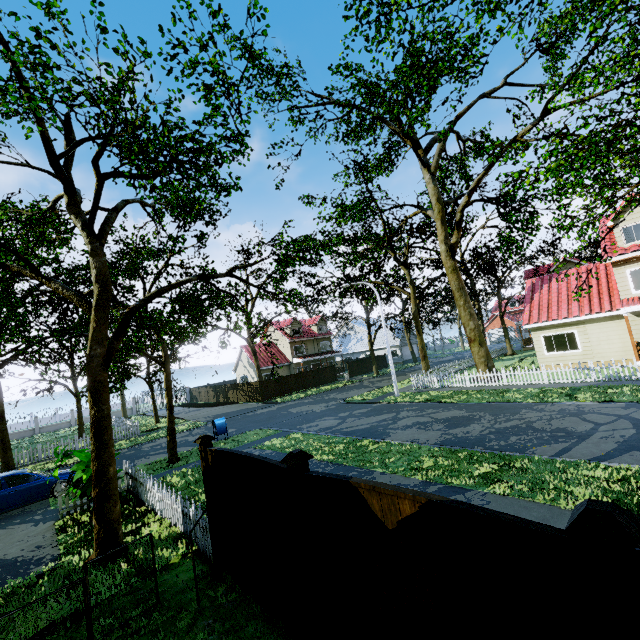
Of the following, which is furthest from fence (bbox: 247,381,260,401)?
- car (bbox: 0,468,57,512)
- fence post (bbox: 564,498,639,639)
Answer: car (bbox: 0,468,57,512)

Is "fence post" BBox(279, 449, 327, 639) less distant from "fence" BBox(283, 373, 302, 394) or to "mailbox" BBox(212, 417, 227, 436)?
"fence" BBox(283, 373, 302, 394)

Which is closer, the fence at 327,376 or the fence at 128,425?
the fence at 128,425

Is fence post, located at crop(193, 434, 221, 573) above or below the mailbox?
above

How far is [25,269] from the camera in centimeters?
794cm

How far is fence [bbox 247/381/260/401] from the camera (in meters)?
34.56

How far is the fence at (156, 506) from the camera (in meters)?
7.21

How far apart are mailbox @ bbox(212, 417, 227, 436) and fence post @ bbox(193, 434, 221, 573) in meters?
12.5 m
